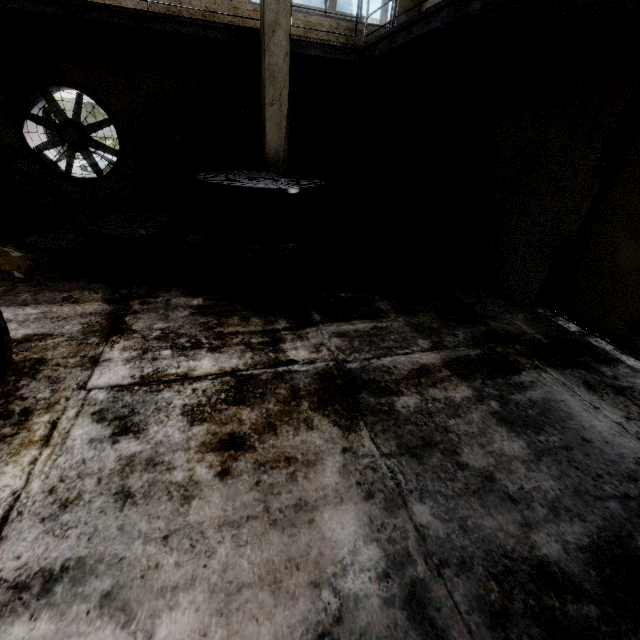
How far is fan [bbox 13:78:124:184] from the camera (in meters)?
7.24

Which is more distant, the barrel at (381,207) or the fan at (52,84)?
the barrel at (381,207)

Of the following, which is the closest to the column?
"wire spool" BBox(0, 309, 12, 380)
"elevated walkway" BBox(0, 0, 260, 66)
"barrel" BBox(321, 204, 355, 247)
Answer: "elevated walkway" BBox(0, 0, 260, 66)

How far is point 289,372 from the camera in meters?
3.8

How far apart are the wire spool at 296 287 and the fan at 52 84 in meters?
4.1

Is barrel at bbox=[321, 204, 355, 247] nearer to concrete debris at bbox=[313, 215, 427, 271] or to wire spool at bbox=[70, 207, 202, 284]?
concrete debris at bbox=[313, 215, 427, 271]

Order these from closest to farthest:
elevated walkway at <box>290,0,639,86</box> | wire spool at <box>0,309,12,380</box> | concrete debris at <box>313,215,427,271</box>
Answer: wire spool at <box>0,309,12,380</box>, elevated walkway at <box>290,0,639,86</box>, concrete debris at <box>313,215,427,271</box>

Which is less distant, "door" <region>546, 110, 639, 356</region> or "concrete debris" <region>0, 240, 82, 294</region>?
"door" <region>546, 110, 639, 356</region>
